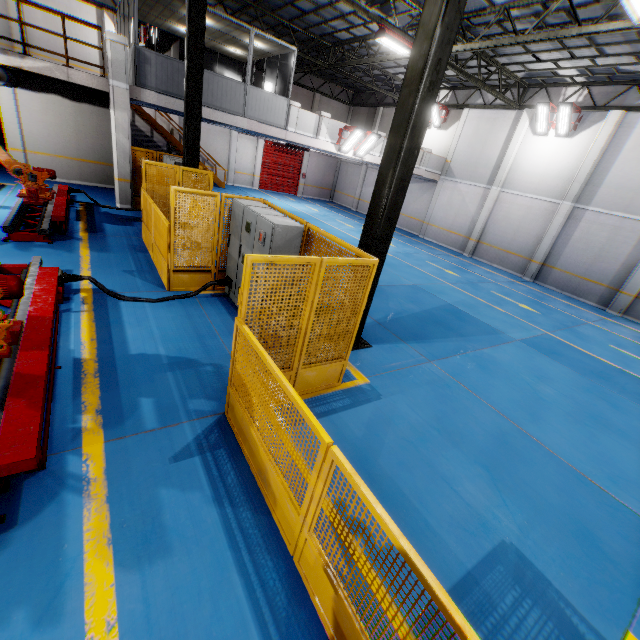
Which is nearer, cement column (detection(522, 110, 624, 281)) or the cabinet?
the cabinet

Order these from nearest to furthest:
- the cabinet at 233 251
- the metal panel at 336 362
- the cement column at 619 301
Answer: the metal panel at 336 362
the cabinet at 233 251
the cement column at 619 301

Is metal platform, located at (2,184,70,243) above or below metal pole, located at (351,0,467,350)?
below

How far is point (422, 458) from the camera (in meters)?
4.44

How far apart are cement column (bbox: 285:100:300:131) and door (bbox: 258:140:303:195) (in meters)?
12.00

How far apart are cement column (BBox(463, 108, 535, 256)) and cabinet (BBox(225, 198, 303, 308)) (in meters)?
16.55

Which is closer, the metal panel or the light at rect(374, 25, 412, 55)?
the metal panel

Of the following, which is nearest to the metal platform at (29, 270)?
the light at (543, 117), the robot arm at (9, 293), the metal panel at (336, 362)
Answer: the robot arm at (9, 293)
